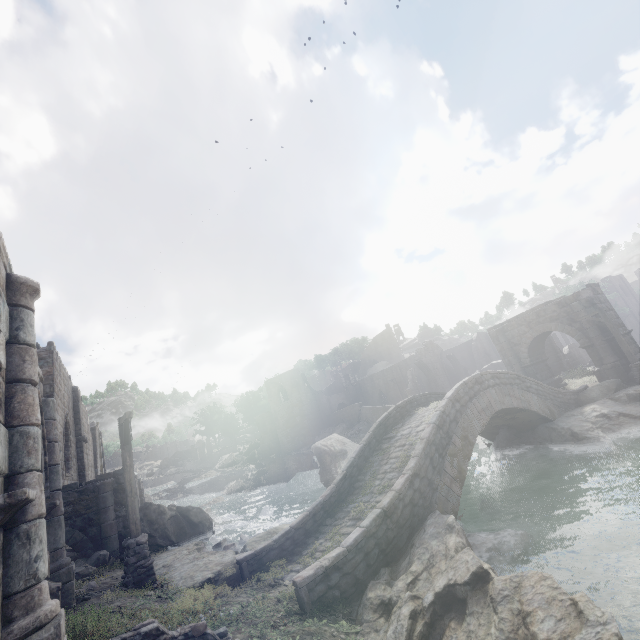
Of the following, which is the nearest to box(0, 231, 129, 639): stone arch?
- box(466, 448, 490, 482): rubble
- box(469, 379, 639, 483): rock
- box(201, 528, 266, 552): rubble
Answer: box(469, 379, 639, 483): rock

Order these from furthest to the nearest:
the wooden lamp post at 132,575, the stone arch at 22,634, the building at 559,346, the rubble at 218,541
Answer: the building at 559,346 → the rubble at 218,541 → the wooden lamp post at 132,575 → the stone arch at 22,634

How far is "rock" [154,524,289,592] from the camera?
9.25m

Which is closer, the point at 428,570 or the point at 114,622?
the point at 114,622

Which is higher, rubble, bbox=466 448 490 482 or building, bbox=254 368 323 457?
building, bbox=254 368 323 457

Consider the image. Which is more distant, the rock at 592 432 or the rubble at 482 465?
the rubble at 482 465

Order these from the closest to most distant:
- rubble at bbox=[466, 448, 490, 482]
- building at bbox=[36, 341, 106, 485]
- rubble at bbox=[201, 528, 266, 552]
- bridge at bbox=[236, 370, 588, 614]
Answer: bridge at bbox=[236, 370, 588, 614] → building at bbox=[36, 341, 106, 485] → rubble at bbox=[201, 528, 266, 552] → rubble at bbox=[466, 448, 490, 482]

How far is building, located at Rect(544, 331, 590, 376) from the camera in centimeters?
3256cm
